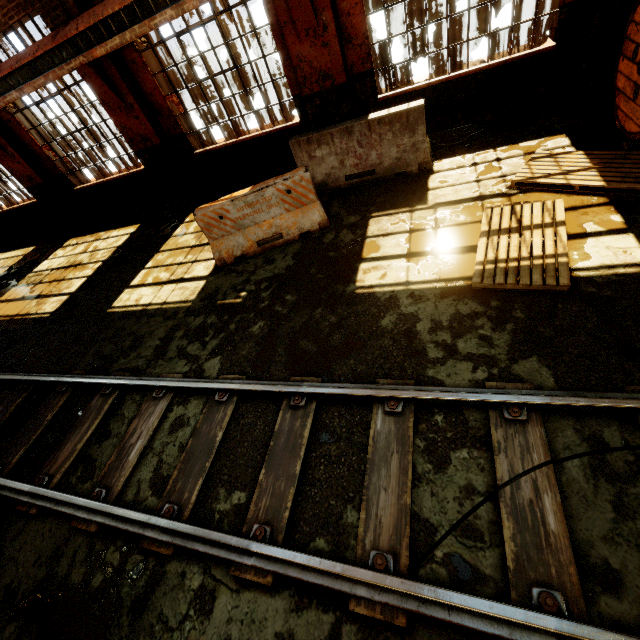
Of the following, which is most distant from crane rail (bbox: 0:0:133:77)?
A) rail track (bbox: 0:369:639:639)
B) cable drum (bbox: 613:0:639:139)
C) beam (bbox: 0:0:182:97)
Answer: rail track (bbox: 0:369:639:639)

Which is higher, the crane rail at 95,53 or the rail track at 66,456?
the crane rail at 95,53

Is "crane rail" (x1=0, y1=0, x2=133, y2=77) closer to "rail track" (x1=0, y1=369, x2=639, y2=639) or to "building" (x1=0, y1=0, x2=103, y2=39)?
"building" (x1=0, y1=0, x2=103, y2=39)

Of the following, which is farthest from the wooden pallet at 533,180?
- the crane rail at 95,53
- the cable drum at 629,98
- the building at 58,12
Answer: the crane rail at 95,53

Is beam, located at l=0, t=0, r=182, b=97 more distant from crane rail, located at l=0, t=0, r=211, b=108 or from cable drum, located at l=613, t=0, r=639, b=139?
cable drum, located at l=613, t=0, r=639, b=139

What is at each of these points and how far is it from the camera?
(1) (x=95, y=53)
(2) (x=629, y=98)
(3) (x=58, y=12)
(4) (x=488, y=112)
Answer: (1) crane rail, 6.8 meters
(2) cable drum, 4.8 meters
(3) building, 6.6 meters
(4) building, 6.6 meters

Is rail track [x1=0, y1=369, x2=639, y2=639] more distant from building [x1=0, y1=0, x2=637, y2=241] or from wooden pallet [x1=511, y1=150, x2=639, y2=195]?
building [x1=0, y1=0, x2=637, y2=241]

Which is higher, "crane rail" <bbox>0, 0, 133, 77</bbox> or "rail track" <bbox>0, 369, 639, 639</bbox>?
Answer: "crane rail" <bbox>0, 0, 133, 77</bbox>
